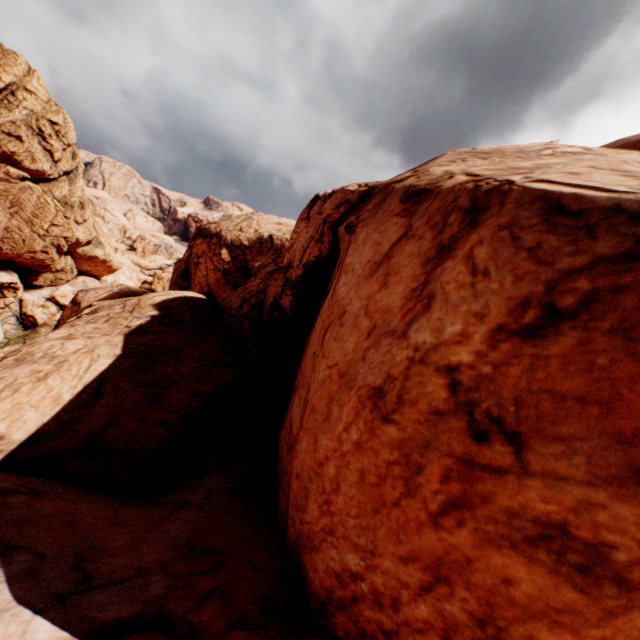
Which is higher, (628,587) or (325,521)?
(628,587)
